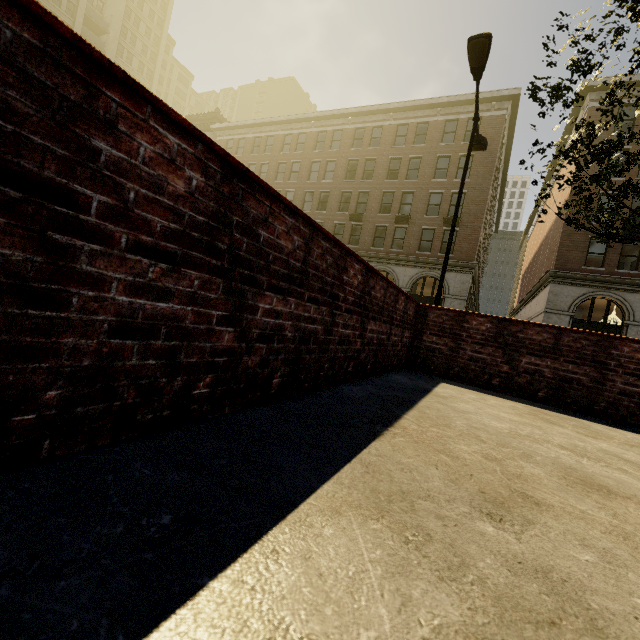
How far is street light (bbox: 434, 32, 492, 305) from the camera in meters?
7.7

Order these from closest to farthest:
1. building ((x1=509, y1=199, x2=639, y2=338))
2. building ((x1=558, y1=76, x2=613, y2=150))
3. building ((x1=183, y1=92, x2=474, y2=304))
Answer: building ((x1=509, y1=199, x2=639, y2=338)) → building ((x1=558, y1=76, x2=613, y2=150)) → building ((x1=183, y1=92, x2=474, y2=304))

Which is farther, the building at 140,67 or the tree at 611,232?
the building at 140,67

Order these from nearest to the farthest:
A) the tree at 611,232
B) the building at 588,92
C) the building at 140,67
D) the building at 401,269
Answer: the tree at 611,232 < the building at 588,92 < the building at 401,269 < the building at 140,67

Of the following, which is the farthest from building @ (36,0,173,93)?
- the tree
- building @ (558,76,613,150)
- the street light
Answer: the tree

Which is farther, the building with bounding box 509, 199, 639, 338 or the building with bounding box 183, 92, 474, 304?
the building with bounding box 183, 92, 474, 304

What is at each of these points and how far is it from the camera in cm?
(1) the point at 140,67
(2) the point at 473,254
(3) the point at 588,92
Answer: (1) building, 5422
(2) building, 2444
(3) building, 2192
